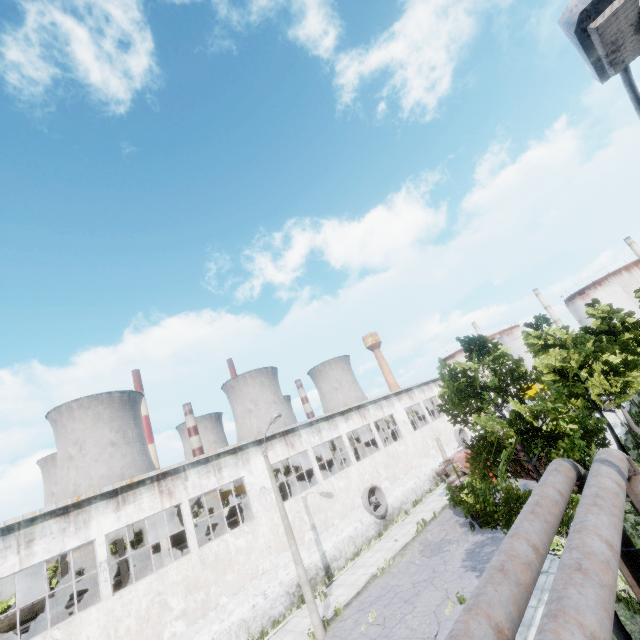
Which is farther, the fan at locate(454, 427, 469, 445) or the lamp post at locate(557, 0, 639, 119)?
the fan at locate(454, 427, 469, 445)

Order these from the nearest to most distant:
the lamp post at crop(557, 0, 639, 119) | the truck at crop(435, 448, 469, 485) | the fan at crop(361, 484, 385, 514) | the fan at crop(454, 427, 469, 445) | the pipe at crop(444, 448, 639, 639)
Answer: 1. the lamp post at crop(557, 0, 639, 119)
2. the pipe at crop(444, 448, 639, 639)
3. the truck at crop(435, 448, 469, 485)
4. the fan at crop(361, 484, 385, 514)
5. the fan at crop(454, 427, 469, 445)

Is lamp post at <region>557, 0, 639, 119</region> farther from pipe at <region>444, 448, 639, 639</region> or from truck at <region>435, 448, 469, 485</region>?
truck at <region>435, 448, 469, 485</region>

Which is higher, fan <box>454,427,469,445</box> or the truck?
the truck

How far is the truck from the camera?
20.8m

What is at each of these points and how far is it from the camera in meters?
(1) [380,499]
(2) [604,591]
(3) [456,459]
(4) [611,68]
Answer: (1) fan, 26.7
(2) pipe, 3.8
(3) truck, 25.3
(4) lamp post, 2.9

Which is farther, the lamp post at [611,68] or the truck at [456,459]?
the truck at [456,459]

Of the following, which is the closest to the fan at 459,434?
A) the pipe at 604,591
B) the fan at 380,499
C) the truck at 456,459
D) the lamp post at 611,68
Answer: the truck at 456,459
